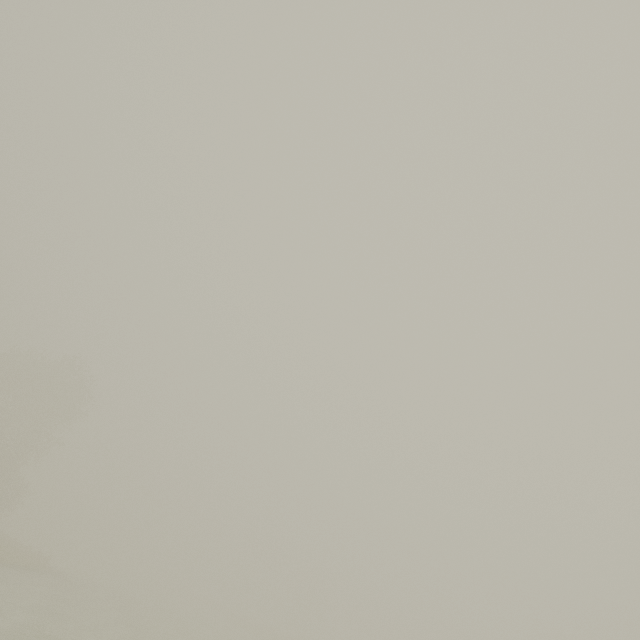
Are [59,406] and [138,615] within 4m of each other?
no
